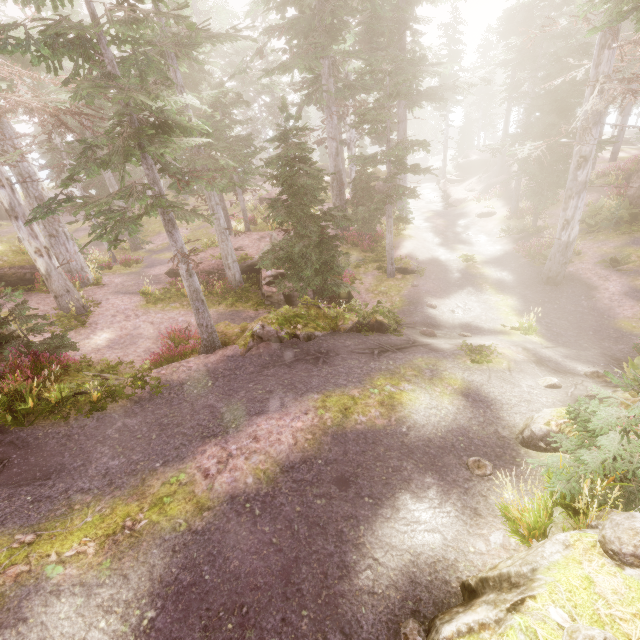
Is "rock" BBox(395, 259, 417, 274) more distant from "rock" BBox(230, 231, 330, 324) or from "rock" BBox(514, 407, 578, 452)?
"rock" BBox(514, 407, 578, 452)

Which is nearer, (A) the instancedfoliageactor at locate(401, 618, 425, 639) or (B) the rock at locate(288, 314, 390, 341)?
(A) the instancedfoliageactor at locate(401, 618, 425, 639)

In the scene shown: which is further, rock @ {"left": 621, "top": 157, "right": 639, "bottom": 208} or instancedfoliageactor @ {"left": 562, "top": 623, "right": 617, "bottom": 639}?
rock @ {"left": 621, "top": 157, "right": 639, "bottom": 208}

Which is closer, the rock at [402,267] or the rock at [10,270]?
the rock at [10,270]

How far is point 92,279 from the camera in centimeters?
1703cm

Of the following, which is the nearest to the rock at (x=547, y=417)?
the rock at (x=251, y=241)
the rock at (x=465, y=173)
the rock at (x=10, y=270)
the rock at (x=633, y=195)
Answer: the rock at (x=10, y=270)

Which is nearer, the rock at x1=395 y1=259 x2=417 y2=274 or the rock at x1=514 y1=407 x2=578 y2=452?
→ the rock at x1=514 y1=407 x2=578 y2=452

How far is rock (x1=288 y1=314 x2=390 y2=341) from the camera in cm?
1042
